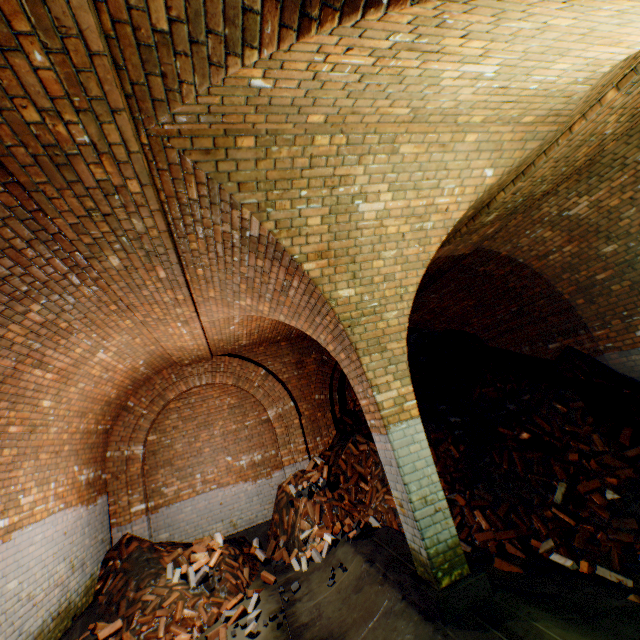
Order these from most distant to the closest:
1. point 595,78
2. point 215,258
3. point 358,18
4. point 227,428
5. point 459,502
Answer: point 227,428, point 459,502, point 215,258, point 595,78, point 358,18

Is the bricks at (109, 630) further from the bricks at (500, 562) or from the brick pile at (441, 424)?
the bricks at (500, 562)

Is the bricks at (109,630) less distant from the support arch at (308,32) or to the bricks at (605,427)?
the support arch at (308,32)

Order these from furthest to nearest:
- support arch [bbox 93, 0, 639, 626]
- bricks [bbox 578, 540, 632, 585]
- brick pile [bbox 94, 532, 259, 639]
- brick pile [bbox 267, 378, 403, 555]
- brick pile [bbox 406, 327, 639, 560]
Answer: brick pile [bbox 267, 378, 403, 555]
brick pile [bbox 94, 532, 259, 639]
brick pile [bbox 406, 327, 639, 560]
bricks [bbox 578, 540, 632, 585]
support arch [bbox 93, 0, 639, 626]

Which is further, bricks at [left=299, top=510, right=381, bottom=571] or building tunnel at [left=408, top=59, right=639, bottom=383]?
bricks at [left=299, top=510, right=381, bottom=571]

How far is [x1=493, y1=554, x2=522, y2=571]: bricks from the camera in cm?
410

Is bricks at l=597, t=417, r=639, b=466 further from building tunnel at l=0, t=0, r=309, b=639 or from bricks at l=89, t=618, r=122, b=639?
bricks at l=89, t=618, r=122, b=639

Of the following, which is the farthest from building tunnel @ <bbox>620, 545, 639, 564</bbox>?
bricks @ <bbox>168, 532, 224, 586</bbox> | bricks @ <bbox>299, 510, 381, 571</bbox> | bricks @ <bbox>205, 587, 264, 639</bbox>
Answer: bricks @ <bbox>168, 532, 224, 586</bbox>
